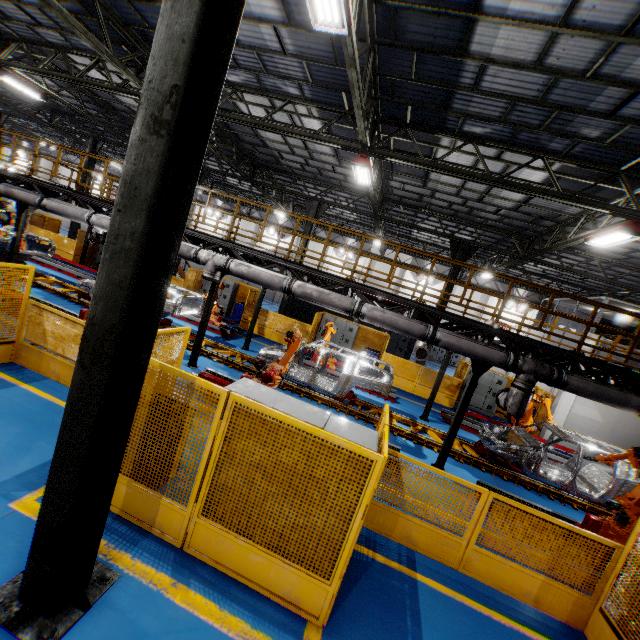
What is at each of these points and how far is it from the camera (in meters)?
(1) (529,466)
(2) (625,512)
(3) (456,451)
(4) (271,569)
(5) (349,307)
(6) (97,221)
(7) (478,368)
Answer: (1) chassis, 9.37
(2) robot arm, 7.20
(3) platform, 9.94
(4) metal panel, 3.96
(5) vent pipe, 8.54
(6) vent pipe, 10.14
(7) metal pole, 8.41

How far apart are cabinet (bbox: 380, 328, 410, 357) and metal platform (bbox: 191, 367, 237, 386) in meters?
13.8 m

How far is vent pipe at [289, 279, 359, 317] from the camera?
8.6 meters

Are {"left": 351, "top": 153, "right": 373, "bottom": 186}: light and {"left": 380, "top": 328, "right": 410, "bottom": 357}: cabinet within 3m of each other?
no

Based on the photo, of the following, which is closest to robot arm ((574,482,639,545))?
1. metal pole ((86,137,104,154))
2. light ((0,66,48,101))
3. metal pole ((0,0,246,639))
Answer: metal pole ((0,0,246,639))

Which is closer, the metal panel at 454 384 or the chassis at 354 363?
the chassis at 354 363

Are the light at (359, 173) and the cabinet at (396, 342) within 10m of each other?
no

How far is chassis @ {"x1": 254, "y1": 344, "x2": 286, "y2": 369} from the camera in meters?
10.9
